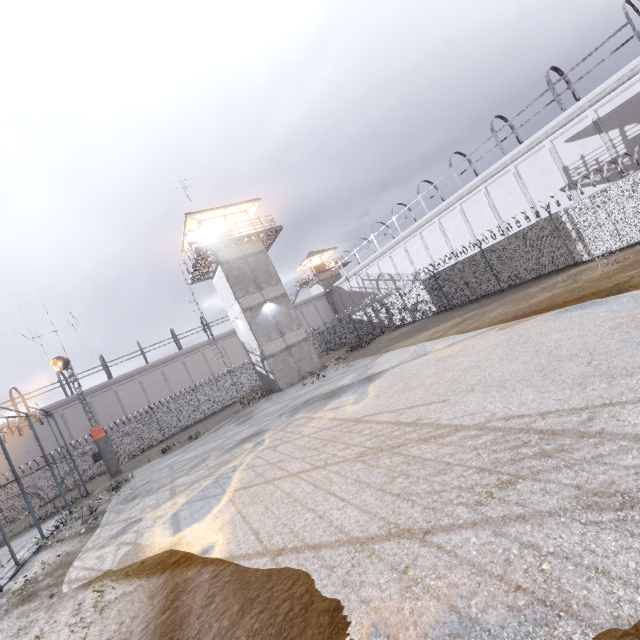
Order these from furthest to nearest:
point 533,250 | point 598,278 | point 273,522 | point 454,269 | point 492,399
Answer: point 454,269 < point 533,250 < point 598,278 < point 492,399 < point 273,522

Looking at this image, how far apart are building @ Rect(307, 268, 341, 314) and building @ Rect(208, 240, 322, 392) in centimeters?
2362cm

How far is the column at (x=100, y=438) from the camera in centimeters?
2233cm

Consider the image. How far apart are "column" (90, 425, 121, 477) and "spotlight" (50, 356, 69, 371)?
4.6 meters

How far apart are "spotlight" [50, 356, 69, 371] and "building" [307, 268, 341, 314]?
33.7m

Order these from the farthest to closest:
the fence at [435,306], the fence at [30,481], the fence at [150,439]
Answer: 1. the fence at [150,439]
2. the fence at [435,306]
3. the fence at [30,481]

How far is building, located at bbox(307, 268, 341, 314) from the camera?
49.8m

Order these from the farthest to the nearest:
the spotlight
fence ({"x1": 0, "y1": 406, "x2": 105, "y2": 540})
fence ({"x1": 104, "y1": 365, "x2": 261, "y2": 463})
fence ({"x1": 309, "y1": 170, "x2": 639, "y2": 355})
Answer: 1. fence ({"x1": 104, "y1": 365, "x2": 261, "y2": 463})
2. the spotlight
3. fence ({"x1": 309, "y1": 170, "x2": 639, "y2": 355})
4. fence ({"x1": 0, "y1": 406, "x2": 105, "y2": 540})
